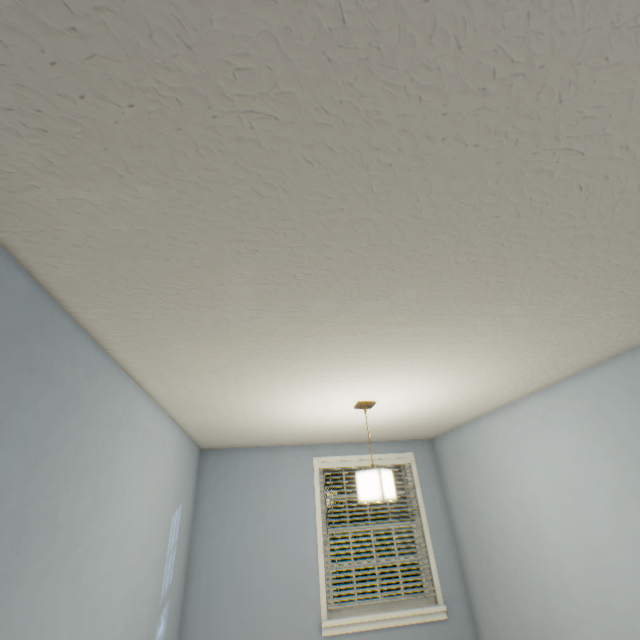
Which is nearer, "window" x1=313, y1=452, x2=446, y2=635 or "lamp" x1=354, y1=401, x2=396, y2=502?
"lamp" x1=354, y1=401, x2=396, y2=502

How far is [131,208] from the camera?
0.8m

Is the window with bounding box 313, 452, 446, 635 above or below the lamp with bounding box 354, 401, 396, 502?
below

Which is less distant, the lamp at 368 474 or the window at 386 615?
the lamp at 368 474

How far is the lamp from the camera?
2.2 meters

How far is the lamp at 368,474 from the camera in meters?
2.2 m
